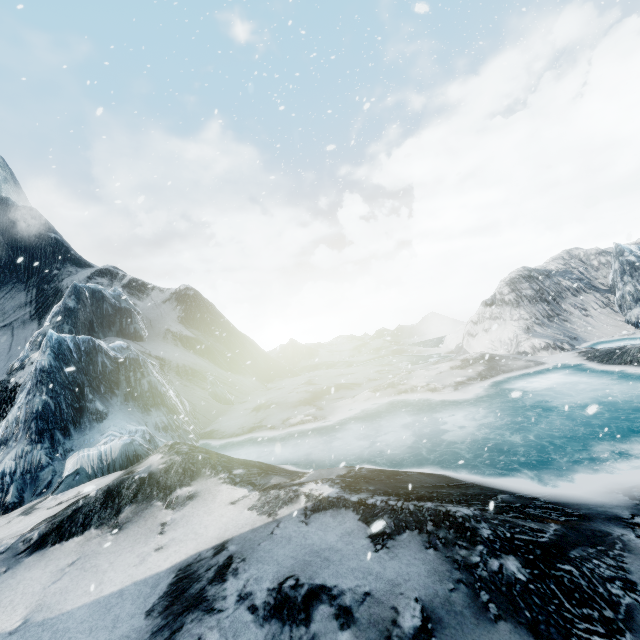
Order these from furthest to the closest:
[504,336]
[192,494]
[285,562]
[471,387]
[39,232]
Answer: [39,232], [504,336], [471,387], [192,494], [285,562]
